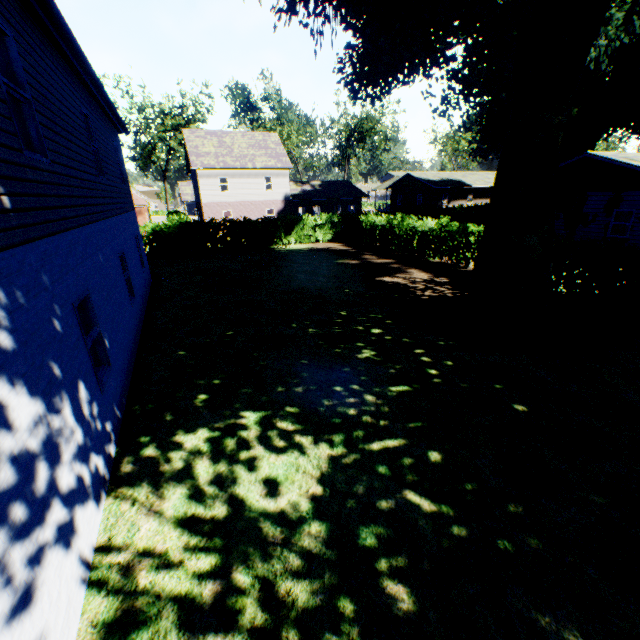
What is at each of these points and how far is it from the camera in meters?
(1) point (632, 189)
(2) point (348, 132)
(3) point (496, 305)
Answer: (1) house, 17.9 m
(2) tree, 51.4 m
(3) plant, 9.7 m

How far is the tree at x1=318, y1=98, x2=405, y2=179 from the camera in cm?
4806

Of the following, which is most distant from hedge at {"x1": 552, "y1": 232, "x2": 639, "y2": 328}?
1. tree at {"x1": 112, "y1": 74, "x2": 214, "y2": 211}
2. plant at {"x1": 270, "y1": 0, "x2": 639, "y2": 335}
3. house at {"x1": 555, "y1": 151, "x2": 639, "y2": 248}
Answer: house at {"x1": 555, "y1": 151, "x2": 639, "y2": 248}

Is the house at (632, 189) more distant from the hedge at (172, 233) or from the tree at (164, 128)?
the tree at (164, 128)

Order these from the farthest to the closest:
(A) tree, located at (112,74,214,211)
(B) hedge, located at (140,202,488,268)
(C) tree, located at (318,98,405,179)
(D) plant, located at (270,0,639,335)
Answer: (C) tree, located at (318,98,405,179) → (A) tree, located at (112,74,214,211) → (B) hedge, located at (140,202,488,268) → (D) plant, located at (270,0,639,335)

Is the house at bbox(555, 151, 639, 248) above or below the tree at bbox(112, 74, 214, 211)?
below

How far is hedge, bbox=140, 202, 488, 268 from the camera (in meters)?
17.52

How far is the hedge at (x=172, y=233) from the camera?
17.5m
